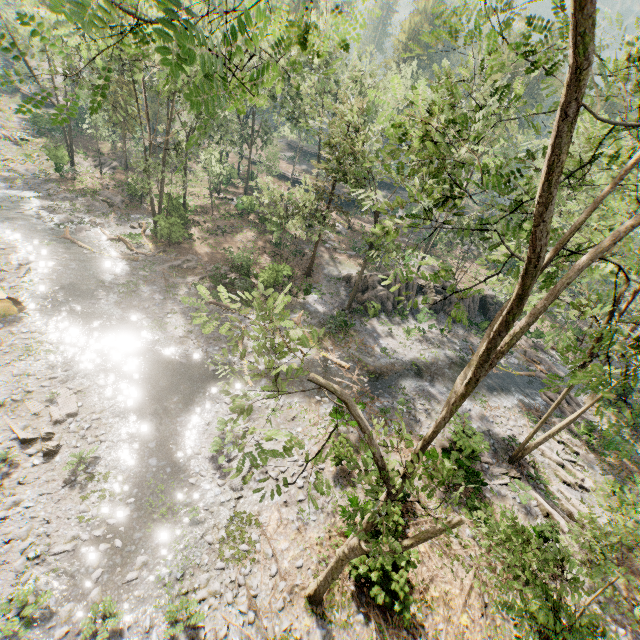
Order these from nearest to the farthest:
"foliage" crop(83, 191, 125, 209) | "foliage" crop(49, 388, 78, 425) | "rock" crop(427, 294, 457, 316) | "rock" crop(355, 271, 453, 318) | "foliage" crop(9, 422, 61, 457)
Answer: "foliage" crop(9, 422, 61, 457)
"foliage" crop(49, 388, 78, 425)
"rock" crop(355, 271, 453, 318)
"foliage" crop(83, 191, 125, 209)
"rock" crop(427, 294, 457, 316)

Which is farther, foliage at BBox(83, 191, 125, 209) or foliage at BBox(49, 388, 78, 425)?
foliage at BBox(83, 191, 125, 209)

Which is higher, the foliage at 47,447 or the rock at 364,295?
the rock at 364,295

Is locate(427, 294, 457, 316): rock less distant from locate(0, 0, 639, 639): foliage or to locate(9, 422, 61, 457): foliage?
locate(0, 0, 639, 639): foliage

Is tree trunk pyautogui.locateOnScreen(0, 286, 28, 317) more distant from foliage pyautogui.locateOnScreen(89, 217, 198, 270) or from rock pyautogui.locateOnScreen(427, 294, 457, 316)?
rock pyautogui.locateOnScreen(427, 294, 457, 316)

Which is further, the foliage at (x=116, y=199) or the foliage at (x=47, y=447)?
the foliage at (x=116, y=199)

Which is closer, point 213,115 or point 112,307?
point 213,115

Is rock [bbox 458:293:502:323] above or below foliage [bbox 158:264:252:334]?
above
